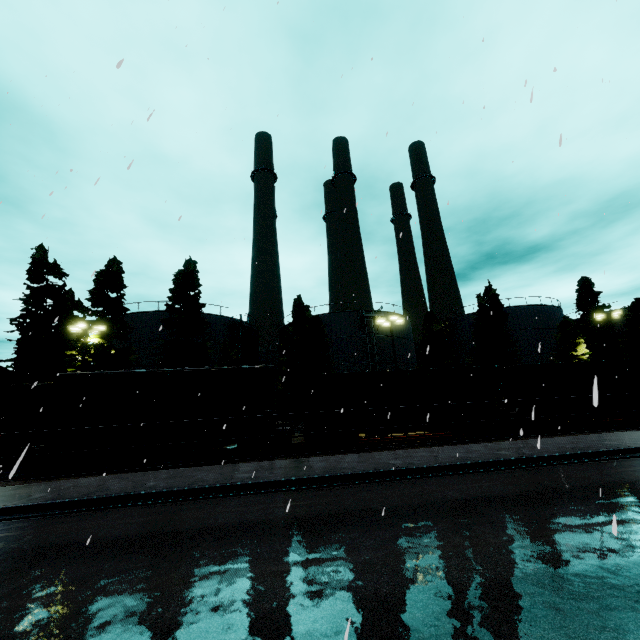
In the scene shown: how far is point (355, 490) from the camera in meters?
9.6

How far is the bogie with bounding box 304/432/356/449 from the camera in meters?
17.7

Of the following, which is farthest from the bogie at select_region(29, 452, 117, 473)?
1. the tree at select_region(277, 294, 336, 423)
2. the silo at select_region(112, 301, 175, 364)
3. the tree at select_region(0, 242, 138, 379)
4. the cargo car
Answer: the tree at select_region(277, 294, 336, 423)

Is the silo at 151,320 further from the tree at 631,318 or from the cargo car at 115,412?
the cargo car at 115,412

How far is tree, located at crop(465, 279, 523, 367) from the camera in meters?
32.6 m

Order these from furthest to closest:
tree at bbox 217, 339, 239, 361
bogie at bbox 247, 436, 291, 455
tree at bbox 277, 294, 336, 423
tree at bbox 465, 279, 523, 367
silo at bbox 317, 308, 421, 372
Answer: silo at bbox 317, 308, 421, 372, tree at bbox 465, 279, 523, 367, tree at bbox 277, 294, 336, 423, tree at bbox 217, 339, 239, 361, bogie at bbox 247, 436, 291, 455

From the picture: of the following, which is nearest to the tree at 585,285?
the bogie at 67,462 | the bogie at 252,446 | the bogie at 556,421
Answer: the bogie at 556,421

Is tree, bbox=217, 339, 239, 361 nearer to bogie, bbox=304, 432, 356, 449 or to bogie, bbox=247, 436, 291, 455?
bogie, bbox=247, 436, 291, 455
